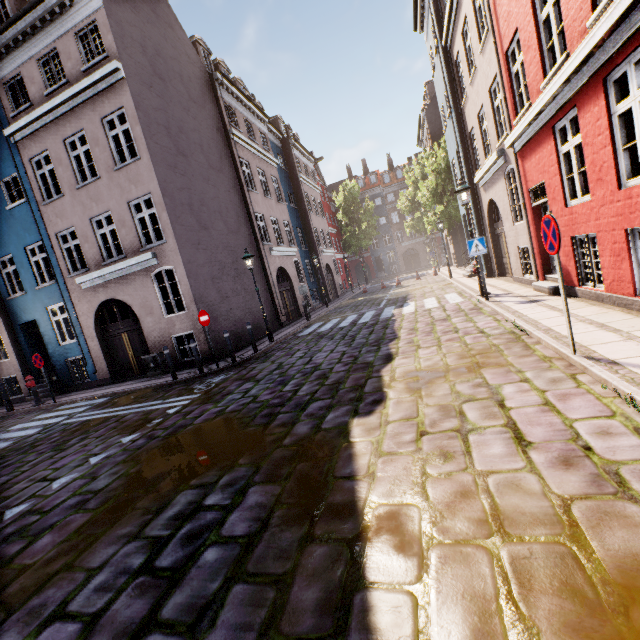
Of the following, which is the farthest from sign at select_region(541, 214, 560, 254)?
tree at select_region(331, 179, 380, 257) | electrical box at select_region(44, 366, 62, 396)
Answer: tree at select_region(331, 179, 380, 257)

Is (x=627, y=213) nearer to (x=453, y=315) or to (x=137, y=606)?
(x=453, y=315)

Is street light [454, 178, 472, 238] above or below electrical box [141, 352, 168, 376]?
above

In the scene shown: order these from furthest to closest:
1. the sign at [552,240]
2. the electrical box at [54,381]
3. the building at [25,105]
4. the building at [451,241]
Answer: the building at [451,241], the electrical box at [54,381], the building at [25,105], the sign at [552,240]

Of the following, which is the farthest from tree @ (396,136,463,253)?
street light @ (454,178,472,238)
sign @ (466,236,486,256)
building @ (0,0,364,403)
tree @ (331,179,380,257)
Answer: tree @ (331,179,380,257)

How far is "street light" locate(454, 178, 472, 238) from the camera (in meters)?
10.14

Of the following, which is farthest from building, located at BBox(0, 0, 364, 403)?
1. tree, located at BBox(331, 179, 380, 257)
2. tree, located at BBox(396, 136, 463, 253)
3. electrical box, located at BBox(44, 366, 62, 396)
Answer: tree, located at BBox(396, 136, 463, 253)

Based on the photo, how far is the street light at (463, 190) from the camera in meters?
10.1
